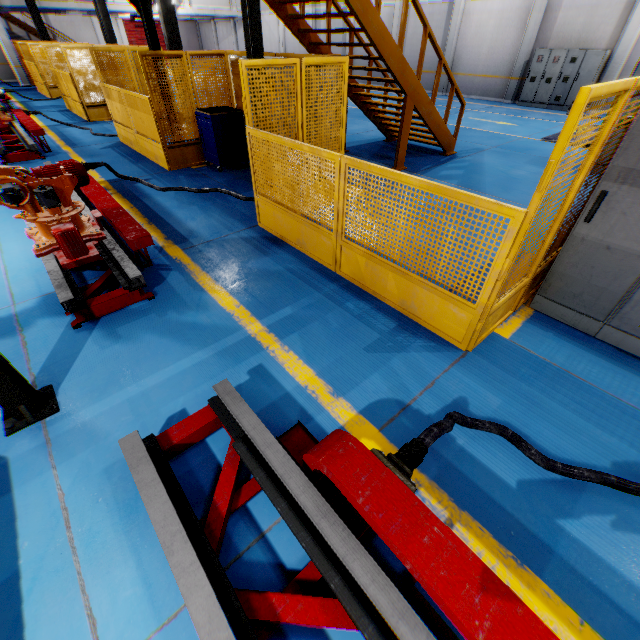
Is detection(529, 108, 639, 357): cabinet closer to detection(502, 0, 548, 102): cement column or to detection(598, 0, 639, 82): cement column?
detection(598, 0, 639, 82): cement column

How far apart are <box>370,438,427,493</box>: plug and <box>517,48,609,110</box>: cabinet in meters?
19.7 m

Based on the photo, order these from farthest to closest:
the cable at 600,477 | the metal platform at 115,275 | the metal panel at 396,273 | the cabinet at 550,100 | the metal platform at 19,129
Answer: the cabinet at 550,100
the metal platform at 19,129
the metal platform at 115,275
the metal panel at 396,273
the cable at 600,477

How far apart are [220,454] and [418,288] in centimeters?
253cm

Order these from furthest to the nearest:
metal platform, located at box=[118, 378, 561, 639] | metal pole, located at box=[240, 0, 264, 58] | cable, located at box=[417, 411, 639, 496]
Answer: metal pole, located at box=[240, 0, 264, 58] < cable, located at box=[417, 411, 639, 496] < metal platform, located at box=[118, 378, 561, 639]

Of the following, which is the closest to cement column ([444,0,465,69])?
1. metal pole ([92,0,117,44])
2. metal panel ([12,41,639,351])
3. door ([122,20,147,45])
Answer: metal panel ([12,41,639,351])

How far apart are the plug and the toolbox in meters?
7.7 m

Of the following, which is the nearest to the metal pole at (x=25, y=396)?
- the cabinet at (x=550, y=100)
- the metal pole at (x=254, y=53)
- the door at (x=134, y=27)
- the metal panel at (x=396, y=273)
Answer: the metal panel at (x=396, y=273)
